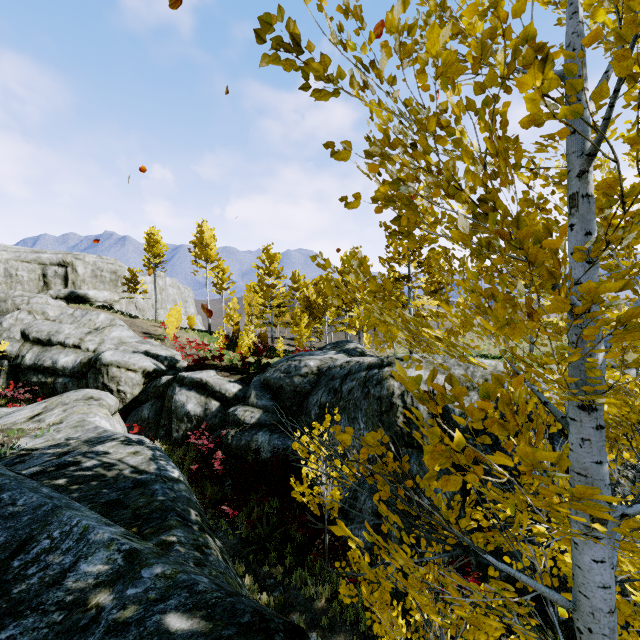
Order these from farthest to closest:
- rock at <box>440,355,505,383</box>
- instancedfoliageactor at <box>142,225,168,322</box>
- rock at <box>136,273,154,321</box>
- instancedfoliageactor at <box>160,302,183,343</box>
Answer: rock at <box>136,273,154,321</box>, instancedfoliageactor at <box>142,225,168,322</box>, instancedfoliageactor at <box>160,302,183,343</box>, rock at <box>440,355,505,383</box>

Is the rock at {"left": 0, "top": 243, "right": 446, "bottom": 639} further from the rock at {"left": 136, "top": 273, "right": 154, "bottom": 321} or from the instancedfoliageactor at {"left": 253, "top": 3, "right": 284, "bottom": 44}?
the rock at {"left": 136, "top": 273, "right": 154, "bottom": 321}

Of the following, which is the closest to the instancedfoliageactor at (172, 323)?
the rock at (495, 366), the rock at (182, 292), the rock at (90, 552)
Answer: the rock at (90, 552)

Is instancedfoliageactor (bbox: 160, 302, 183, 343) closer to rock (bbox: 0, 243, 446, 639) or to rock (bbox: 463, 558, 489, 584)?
rock (bbox: 0, 243, 446, 639)

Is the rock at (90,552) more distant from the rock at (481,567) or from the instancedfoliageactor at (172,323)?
the rock at (481,567)

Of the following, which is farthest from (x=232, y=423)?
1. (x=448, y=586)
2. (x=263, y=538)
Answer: (x=448, y=586)

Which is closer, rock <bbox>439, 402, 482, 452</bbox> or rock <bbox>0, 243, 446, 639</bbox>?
rock <bbox>0, 243, 446, 639</bbox>
